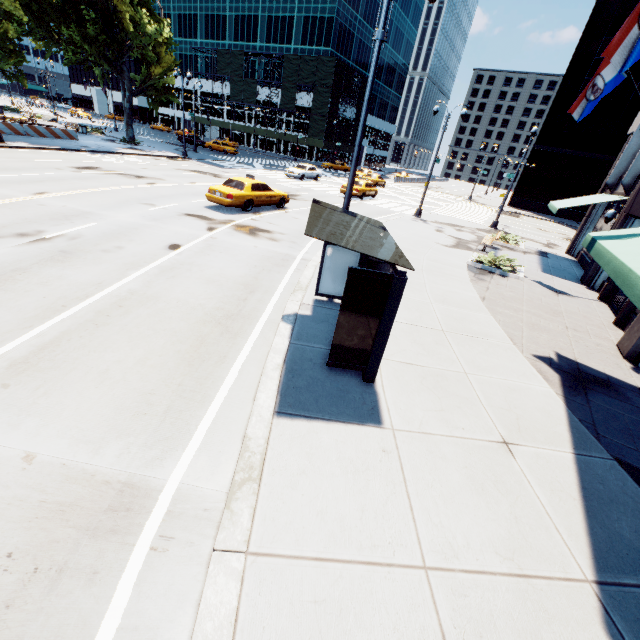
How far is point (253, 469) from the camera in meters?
4.0 m

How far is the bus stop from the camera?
5.0m

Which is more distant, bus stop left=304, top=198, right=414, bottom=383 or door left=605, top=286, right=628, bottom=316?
door left=605, top=286, right=628, bottom=316

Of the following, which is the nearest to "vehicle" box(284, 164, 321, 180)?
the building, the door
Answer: the door

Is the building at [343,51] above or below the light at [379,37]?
above

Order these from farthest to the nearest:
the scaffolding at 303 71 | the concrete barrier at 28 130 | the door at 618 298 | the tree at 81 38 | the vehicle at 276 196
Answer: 1. the scaffolding at 303 71
2. the tree at 81 38
3. the concrete barrier at 28 130
4. the vehicle at 276 196
5. the door at 618 298

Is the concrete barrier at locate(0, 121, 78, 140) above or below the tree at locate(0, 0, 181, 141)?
below

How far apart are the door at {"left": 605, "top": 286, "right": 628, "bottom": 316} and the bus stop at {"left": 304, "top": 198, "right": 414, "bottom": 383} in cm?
952
